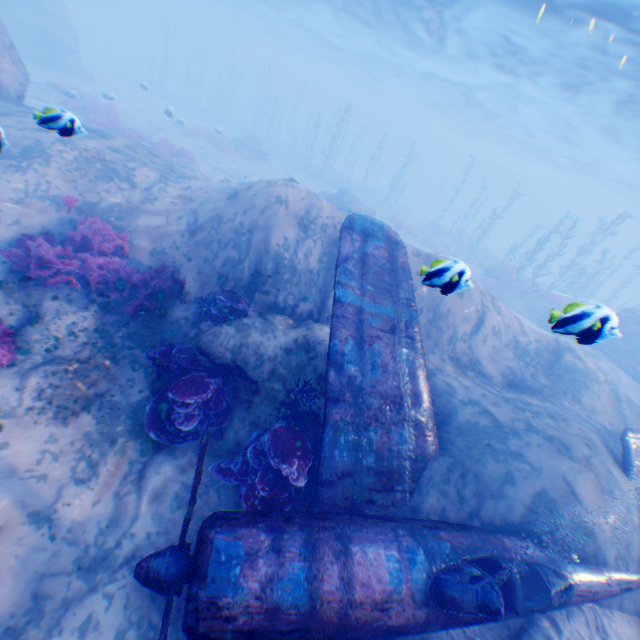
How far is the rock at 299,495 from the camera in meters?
5.6

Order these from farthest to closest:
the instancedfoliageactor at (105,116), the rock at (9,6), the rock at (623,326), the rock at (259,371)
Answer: the instancedfoliageactor at (105,116)
the rock at (9,6)
the rock at (259,371)
the rock at (623,326)

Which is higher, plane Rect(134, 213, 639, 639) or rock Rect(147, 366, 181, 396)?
plane Rect(134, 213, 639, 639)

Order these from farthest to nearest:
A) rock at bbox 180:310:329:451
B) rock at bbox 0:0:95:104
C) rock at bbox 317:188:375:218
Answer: rock at bbox 317:188:375:218
rock at bbox 0:0:95:104
rock at bbox 180:310:329:451

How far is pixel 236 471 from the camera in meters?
5.4

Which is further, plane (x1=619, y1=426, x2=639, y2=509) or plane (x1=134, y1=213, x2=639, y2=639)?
plane (x1=619, y1=426, x2=639, y2=509)

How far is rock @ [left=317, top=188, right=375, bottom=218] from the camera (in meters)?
22.56

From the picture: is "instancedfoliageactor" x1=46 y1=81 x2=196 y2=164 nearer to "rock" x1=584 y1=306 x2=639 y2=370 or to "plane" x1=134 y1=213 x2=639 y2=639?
"rock" x1=584 y1=306 x2=639 y2=370
